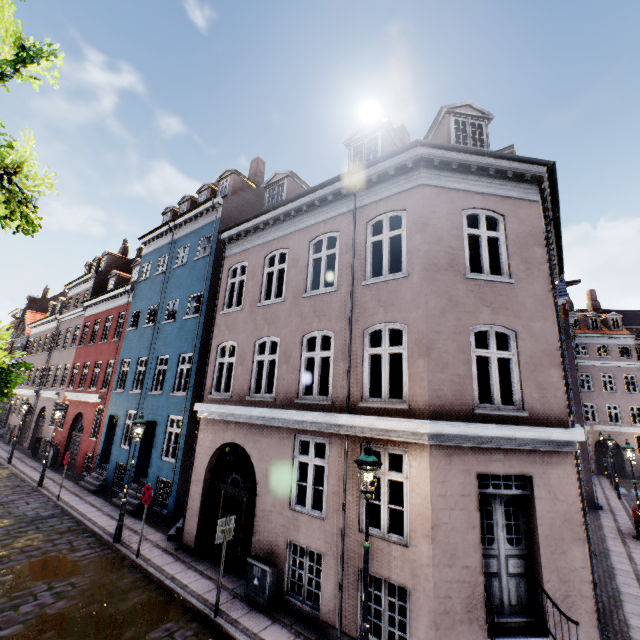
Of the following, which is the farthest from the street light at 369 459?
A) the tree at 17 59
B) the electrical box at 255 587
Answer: the electrical box at 255 587

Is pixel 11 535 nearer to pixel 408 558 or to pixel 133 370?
pixel 133 370

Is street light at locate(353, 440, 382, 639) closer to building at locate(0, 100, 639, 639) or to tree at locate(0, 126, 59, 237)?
tree at locate(0, 126, 59, 237)

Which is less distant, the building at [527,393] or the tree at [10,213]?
the tree at [10,213]

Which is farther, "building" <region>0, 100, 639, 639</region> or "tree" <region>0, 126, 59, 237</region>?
"building" <region>0, 100, 639, 639</region>

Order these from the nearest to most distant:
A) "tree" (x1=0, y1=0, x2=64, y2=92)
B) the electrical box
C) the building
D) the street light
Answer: "tree" (x1=0, y1=0, x2=64, y2=92)
the street light
the building
the electrical box

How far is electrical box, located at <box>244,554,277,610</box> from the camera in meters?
7.5 m

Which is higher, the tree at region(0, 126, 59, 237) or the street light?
the tree at region(0, 126, 59, 237)
